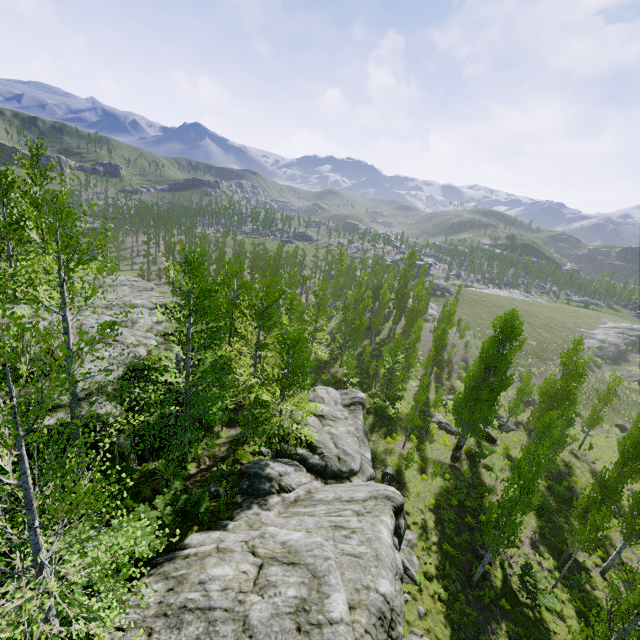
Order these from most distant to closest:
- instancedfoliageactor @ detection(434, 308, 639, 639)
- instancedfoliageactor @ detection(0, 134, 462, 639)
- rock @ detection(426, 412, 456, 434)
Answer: rock @ detection(426, 412, 456, 434) → instancedfoliageactor @ detection(434, 308, 639, 639) → instancedfoliageactor @ detection(0, 134, 462, 639)

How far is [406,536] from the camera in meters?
18.3 m

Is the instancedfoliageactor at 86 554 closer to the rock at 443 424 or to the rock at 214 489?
the rock at 214 489

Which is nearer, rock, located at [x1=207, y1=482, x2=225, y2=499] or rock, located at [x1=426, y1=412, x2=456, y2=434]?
rock, located at [x1=207, y1=482, x2=225, y2=499]

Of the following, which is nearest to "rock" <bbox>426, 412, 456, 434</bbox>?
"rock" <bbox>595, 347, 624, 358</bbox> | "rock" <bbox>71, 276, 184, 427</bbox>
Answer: "rock" <bbox>71, 276, 184, 427</bbox>

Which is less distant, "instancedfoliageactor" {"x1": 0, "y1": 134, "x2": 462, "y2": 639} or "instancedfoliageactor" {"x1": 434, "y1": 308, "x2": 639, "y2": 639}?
"instancedfoliageactor" {"x1": 0, "y1": 134, "x2": 462, "y2": 639}

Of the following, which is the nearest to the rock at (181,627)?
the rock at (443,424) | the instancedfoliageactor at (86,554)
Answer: the instancedfoliageactor at (86,554)

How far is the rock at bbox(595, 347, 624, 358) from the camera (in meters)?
58.59
